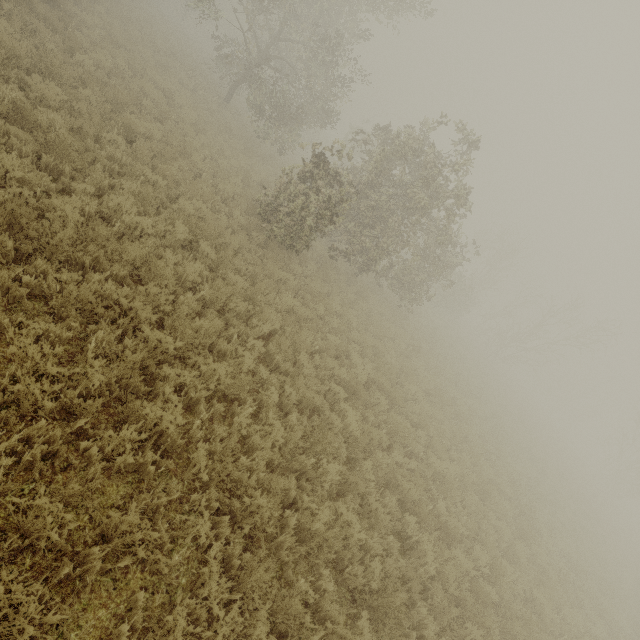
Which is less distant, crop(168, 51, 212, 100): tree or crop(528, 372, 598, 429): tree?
crop(168, 51, 212, 100): tree

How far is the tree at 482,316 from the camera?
36.0 meters

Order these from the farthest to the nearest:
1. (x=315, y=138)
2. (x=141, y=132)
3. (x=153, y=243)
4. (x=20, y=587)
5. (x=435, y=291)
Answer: (x=315, y=138) < (x=435, y=291) < (x=141, y=132) < (x=153, y=243) < (x=20, y=587)

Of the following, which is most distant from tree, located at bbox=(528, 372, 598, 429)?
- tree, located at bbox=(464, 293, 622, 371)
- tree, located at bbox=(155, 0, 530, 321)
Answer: tree, located at bbox=(155, 0, 530, 321)

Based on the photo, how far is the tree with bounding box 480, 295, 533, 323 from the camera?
36.03m

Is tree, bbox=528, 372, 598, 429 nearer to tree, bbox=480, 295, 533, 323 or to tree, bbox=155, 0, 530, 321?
tree, bbox=480, 295, 533, 323

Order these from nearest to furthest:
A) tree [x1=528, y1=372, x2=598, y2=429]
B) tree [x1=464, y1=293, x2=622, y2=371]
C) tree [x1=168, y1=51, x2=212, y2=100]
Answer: tree [x1=168, y1=51, x2=212, y2=100] → tree [x1=464, y1=293, x2=622, y2=371] → tree [x1=528, y1=372, x2=598, y2=429]

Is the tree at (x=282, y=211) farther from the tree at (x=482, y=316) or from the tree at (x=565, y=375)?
the tree at (x=565, y=375)
